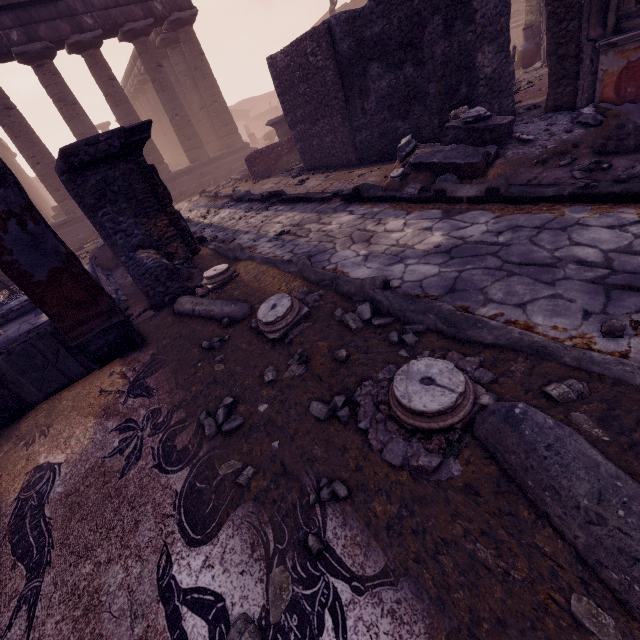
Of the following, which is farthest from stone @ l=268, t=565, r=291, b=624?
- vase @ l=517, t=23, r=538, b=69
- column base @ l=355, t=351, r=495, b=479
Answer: vase @ l=517, t=23, r=538, b=69

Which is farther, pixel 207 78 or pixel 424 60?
pixel 207 78

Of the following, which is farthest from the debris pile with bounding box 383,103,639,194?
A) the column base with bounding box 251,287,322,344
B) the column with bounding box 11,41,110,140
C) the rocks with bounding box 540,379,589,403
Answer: the column with bounding box 11,41,110,140

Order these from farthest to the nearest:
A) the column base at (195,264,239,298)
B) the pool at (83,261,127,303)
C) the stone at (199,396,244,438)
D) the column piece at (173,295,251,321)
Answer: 1. the pool at (83,261,127,303)
2. the column base at (195,264,239,298)
3. the column piece at (173,295,251,321)
4. the stone at (199,396,244,438)

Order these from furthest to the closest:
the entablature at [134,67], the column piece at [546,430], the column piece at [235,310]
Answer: the entablature at [134,67] → the column piece at [235,310] → the column piece at [546,430]

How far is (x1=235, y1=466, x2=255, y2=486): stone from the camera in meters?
1.8

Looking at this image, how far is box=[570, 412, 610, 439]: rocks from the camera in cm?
135

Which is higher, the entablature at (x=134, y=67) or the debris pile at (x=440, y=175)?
the entablature at (x=134, y=67)
